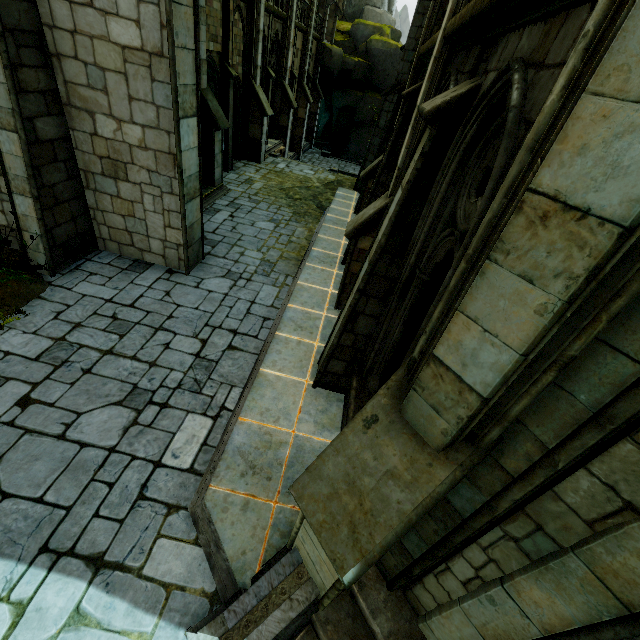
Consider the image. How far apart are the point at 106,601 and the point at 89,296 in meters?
5.9 m

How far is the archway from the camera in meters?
12.3 m

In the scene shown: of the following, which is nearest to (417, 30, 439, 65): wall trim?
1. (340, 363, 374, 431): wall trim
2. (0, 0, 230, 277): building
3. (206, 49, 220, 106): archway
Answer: (0, 0, 230, 277): building

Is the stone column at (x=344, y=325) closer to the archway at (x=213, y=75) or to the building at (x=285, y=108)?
the building at (x=285, y=108)

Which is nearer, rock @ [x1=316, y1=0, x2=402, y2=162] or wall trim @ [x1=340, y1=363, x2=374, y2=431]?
wall trim @ [x1=340, y1=363, x2=374, y2=431]

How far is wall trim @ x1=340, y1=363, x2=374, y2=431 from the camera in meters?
4.8

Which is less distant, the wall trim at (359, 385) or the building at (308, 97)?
the wall trim at (359, 385)

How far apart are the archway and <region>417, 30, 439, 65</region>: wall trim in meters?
7.7 m
